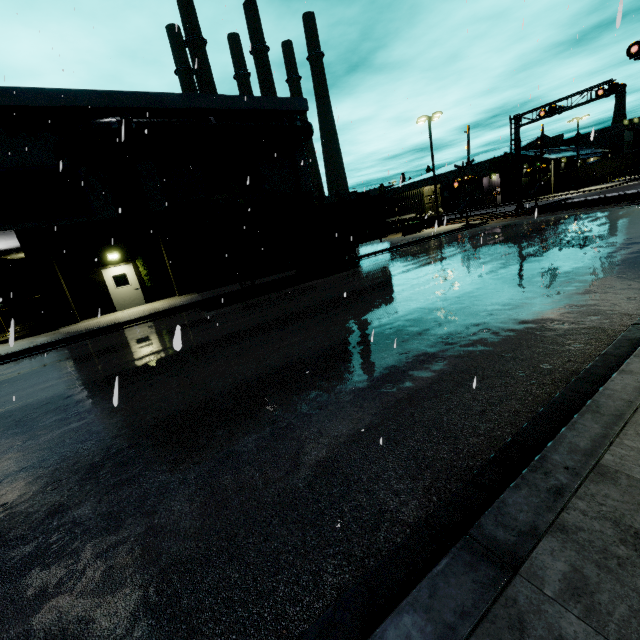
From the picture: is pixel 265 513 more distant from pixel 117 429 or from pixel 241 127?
pixel 241 127

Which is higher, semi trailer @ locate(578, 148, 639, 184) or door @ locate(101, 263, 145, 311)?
semi trailer @ locate(578, 148, 639, 184)

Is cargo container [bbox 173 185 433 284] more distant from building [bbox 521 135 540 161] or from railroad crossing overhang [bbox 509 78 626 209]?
railroad crossing overhang [bbox 509 78 626 209]

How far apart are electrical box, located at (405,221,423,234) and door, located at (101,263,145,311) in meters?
22.7 m

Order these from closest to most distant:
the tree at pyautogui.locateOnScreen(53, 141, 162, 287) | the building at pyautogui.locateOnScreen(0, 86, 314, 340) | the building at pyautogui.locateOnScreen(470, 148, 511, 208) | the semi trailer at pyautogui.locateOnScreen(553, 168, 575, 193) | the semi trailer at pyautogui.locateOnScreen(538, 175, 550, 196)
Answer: the building at pyautogui.locateOnScreen(0, 86, 314, 340) → the tree at pyautogui.locateOnScreen(53, 141, 162, 287) → the semi trailer at pyautogui.locateOnScreen(553, 168, 575, 193) → the building at pyautogui.locateOnScreen(470, 148, 511, 208) → the semi trailer at pyautogui.locateOnScreen(538, 175, 550, 196)

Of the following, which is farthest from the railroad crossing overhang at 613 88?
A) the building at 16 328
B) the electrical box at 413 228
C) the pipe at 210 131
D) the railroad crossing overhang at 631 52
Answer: the railroad crossing overhang at 631 52

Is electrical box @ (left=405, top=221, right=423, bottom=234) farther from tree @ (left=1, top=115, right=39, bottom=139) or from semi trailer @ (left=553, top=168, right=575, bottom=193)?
semi trailer @ (left=553, top=168, right=575, bottom=193)

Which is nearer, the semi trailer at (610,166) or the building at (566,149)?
the semi trailer at (610,166)
